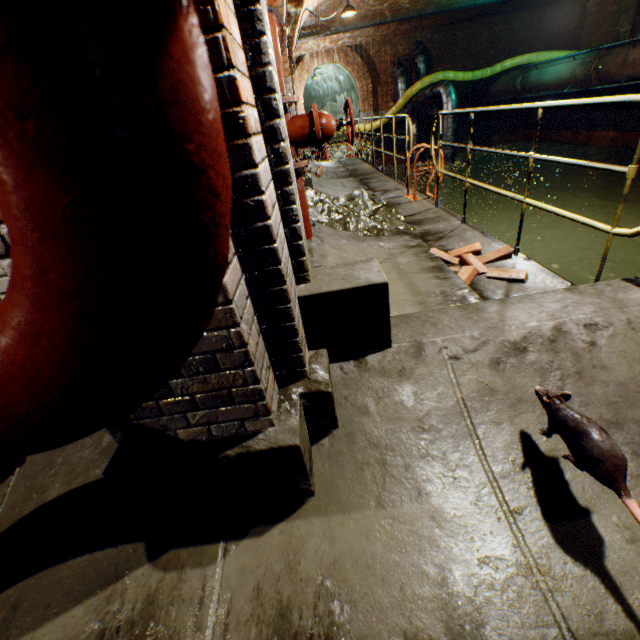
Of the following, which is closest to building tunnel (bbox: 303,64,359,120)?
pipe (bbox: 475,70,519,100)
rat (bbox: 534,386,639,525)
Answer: pipe (bbox: 475,70,519,100)

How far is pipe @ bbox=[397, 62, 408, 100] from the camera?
16.5m

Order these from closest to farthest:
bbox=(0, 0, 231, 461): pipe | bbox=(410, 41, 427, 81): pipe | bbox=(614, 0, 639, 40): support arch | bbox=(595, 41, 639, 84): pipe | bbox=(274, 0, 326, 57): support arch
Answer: bbox=(0, 0, 231, 461): pipe → bbox=(274, 0, 326, 57): support arch → bbox=(595, 41, 639, 84): pipe → bbox=(614, 0, 639, 40): support arch → bbox=(410, 41, 427, 81): pipe

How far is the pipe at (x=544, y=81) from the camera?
11.1m

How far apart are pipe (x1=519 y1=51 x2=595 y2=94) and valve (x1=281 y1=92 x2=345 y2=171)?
13.4 meters

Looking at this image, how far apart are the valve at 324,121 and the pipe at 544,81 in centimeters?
1344cm

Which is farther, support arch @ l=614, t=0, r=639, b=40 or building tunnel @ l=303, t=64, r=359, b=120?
building tunnel @ l=303, t=64, r=359, b=120

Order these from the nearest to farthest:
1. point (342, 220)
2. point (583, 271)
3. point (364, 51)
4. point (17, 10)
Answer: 1. point (17, 10)
2. point (342, 220)
3. point (583, 271)
4. point (364, 51)
